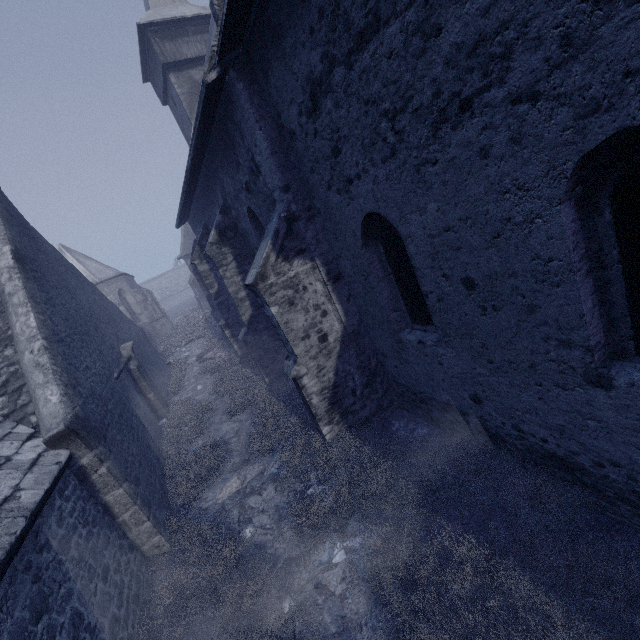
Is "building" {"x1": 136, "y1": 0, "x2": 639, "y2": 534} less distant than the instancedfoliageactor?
Yes

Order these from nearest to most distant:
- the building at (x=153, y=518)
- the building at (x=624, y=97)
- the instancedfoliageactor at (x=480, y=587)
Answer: the building at (x=624, y=97)
the instancedfoliageactor at (x=480, y=587)
the building at (x=153, y=518)

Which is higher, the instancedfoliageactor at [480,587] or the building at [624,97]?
the building at [624,97]

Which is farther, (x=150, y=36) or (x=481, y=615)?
(x=150, y=36)

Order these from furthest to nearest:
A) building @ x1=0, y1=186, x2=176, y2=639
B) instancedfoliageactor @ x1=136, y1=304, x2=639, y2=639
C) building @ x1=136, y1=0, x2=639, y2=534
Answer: building @ x1=0, y1=186, x2=176, y2=639 → instancedfoliageactor @ x1=136, y1=304, x2=639, y2=639 → building @ x1=136, y1=0, x2=639, y2=534

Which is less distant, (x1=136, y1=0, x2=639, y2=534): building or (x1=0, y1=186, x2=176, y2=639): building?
(x1=136, y1=0, x2=639, y2=534): building

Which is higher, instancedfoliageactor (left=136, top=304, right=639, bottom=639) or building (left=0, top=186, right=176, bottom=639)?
building (left=0, top=186, right=176, bottom=639)
